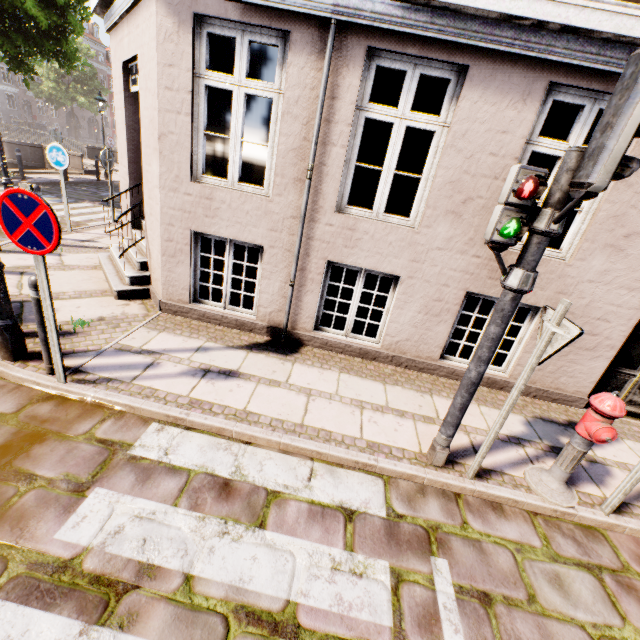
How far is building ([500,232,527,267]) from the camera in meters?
4.2 m

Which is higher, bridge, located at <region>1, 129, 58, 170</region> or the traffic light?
the traffic light

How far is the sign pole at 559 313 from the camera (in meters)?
2.45

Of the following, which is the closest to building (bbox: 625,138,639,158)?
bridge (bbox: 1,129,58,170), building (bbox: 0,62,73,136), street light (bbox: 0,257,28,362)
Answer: street light (bbox: 0,257,28,362)

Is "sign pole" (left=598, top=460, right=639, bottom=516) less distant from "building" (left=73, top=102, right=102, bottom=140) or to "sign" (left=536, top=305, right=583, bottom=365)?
"sign" (left=536, top=305, right=583, bottom=365)

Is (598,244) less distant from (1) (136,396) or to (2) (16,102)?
(1) (136,396)

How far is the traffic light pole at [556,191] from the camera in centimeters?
215cm

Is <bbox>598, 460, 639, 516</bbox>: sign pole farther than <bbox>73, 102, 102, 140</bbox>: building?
No
